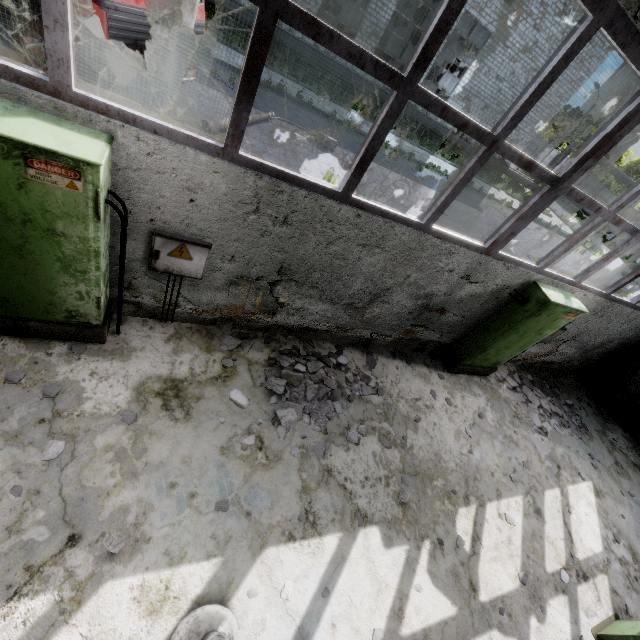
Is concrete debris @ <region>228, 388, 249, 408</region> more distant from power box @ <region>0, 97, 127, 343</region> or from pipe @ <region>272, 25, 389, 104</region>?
pipe @ <region>272, 25, 389, 104</region>

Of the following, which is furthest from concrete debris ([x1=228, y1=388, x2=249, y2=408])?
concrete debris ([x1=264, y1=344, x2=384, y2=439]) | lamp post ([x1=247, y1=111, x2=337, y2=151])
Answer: lamp post ([x1=247, y1=111, x2=337, y2=151])

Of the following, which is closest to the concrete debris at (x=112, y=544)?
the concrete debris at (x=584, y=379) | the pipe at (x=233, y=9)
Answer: the concrete debris at (x=584, y=379)

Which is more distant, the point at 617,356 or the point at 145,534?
the point at 617,356

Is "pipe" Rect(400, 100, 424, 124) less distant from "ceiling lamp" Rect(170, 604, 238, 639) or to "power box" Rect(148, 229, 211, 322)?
"power box" Rect(148, 229, 211, 322)

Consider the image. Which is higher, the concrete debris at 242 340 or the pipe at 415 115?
the pipe at 415 115

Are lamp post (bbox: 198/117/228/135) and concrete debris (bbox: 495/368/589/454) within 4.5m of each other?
no

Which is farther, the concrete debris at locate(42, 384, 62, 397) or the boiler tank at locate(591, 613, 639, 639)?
the boiler tank at locate(591, 613, 639, 639)
